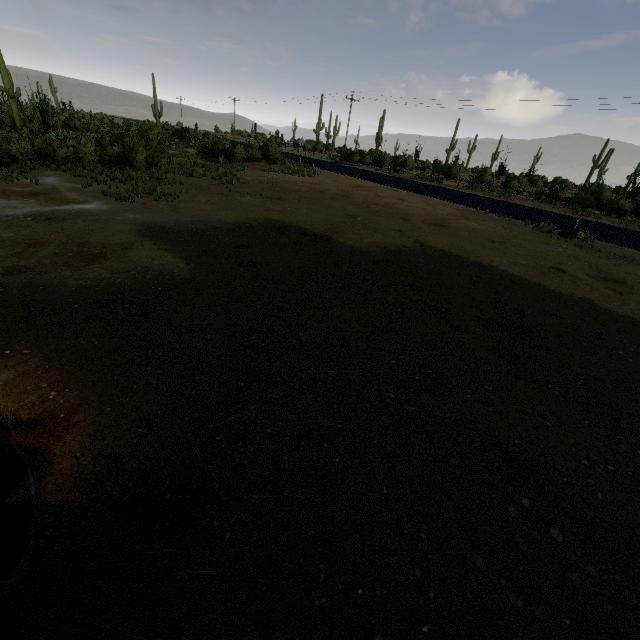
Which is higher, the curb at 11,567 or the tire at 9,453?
the tire at 9,453

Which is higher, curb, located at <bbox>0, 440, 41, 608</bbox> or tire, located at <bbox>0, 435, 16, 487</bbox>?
tire, located at <bbox>0, 435, 16, 487</bbox>

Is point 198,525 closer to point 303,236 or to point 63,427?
point 63,427
